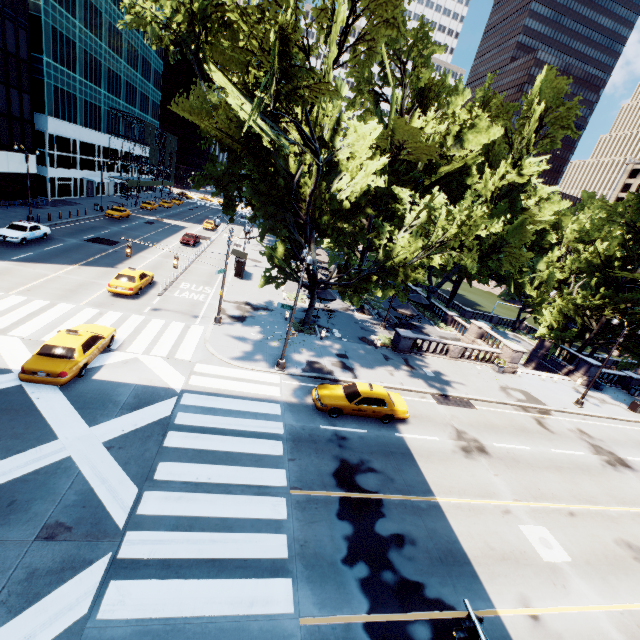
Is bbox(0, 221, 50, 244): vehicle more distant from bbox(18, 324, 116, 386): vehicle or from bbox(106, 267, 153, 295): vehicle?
bbox(18, 324, 116, 386): vehicle

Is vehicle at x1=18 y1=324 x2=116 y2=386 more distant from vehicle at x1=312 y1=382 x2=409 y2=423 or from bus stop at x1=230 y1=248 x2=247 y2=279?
bus stop at x1=230 y1=248 x2=247 y2=279

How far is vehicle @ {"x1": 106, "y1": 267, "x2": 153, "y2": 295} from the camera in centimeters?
2289cm

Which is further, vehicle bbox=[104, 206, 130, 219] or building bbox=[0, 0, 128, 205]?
vehicle bbox=[104, 206, 130, 219]

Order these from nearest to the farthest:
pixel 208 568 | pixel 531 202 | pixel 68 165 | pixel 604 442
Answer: pixel 208 568 → pixel 604 442 → pixel 531 202 → pixel 68 165

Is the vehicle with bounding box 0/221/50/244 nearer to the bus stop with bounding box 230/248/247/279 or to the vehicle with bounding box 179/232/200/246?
the vehicle with bounding box 179/232/200/246

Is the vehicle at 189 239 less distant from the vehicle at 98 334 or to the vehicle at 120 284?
the vehicle at 120 284

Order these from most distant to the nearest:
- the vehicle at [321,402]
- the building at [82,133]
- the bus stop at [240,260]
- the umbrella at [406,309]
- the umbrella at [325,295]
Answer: the building at [82,133]
the bus stop at [240,260]
the umbrella at [406,309]
the umbrella at [325,295]
the vehicle at [321,402]
